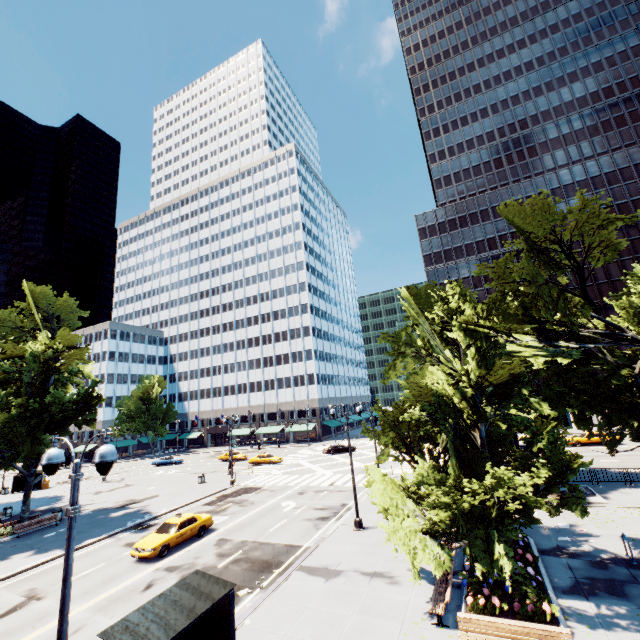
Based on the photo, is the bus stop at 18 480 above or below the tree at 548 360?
below

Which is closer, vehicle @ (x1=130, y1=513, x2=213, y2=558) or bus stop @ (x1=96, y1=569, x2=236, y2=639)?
bus stop @ (x1=96, y1=569, x2=236, y2=639)

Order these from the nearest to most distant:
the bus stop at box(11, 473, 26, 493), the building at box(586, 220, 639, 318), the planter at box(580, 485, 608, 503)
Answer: the planter at box(580, 485, 608, 503)
the bus stop at box(11, 473, 26, 493)
the building at box(586, 220, 639, 318)

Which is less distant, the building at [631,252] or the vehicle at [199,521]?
the vehicle at [199,521]

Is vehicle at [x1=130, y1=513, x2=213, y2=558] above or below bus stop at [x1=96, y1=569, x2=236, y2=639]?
below

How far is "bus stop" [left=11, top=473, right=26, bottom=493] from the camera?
43.69m

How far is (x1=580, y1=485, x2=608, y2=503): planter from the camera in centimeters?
1988cm

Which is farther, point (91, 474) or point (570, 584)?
point (91, 474)
